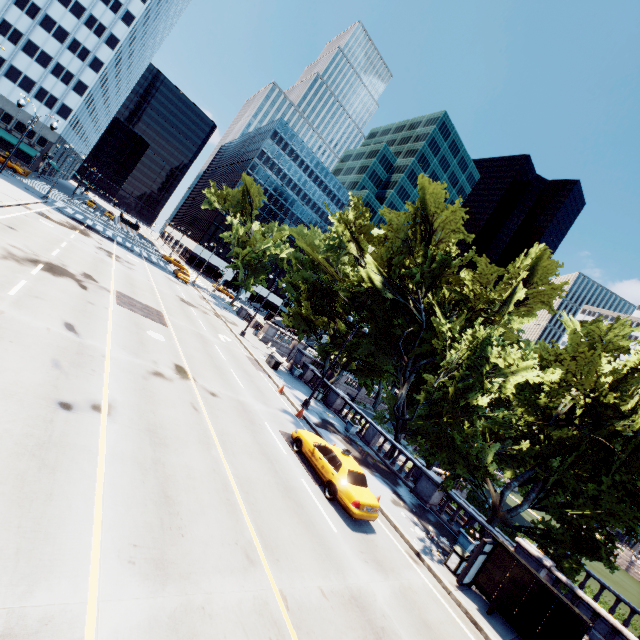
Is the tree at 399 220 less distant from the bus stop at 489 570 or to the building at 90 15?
the bus stop at 489 570

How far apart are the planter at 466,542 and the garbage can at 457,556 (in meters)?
2.53

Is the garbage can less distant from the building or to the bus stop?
the bus stop

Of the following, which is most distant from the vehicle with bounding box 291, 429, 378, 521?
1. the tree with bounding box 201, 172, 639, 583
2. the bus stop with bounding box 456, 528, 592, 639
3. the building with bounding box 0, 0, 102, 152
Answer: the building with bounding box 0, 0, 102, 152

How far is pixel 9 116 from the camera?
58.9m

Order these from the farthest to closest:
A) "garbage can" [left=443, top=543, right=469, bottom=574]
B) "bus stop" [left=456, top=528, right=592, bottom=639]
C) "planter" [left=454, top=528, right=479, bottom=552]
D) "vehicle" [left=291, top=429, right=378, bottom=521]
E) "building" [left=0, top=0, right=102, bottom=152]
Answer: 1. "building" [left=0, top=0, right=102, bottom=152]
2. "planter" [left=454, top=528, right=479, bottom=552]
3. "garbage can" [left=443, top=543, right=469, bottom=574]
4. "vehicle" [left=291, top=429, right=378, bottom=521]
5. "bus stop" [left=456, top=528, right=592, bottom=639]

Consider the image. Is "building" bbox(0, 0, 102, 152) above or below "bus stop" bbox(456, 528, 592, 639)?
above

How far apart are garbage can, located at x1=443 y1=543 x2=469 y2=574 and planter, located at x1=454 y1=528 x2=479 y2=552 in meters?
2.5
